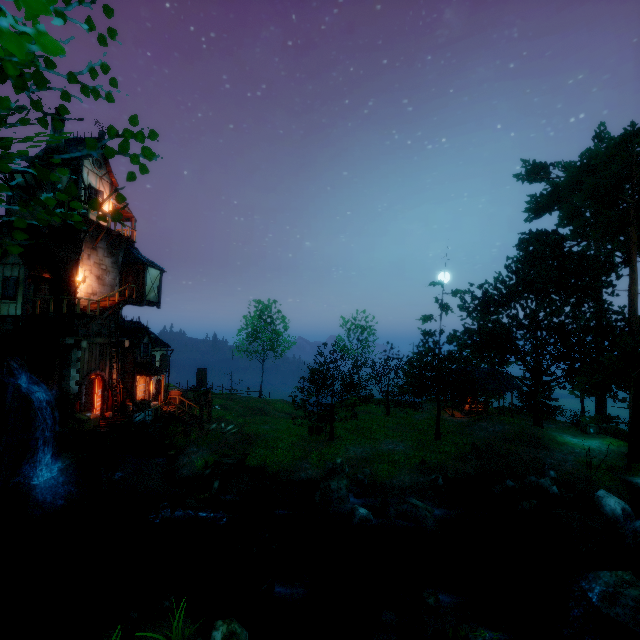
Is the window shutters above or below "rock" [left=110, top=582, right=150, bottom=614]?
above

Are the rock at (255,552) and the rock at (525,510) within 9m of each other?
no

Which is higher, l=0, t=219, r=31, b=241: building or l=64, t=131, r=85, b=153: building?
l=64, t=131, r=85, b=153: building

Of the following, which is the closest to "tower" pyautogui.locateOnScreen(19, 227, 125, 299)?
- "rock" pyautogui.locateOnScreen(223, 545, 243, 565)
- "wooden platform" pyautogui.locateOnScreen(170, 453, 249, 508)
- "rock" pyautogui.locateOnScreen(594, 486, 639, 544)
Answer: "wooden platform" pyautogui.locateOnScreen(170, 453, 249, 508)

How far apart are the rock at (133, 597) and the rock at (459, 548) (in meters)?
11.98

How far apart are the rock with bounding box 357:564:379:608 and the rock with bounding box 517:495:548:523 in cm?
879

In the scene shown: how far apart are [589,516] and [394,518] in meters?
10.7

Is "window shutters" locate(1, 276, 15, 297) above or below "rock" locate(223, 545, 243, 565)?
above
